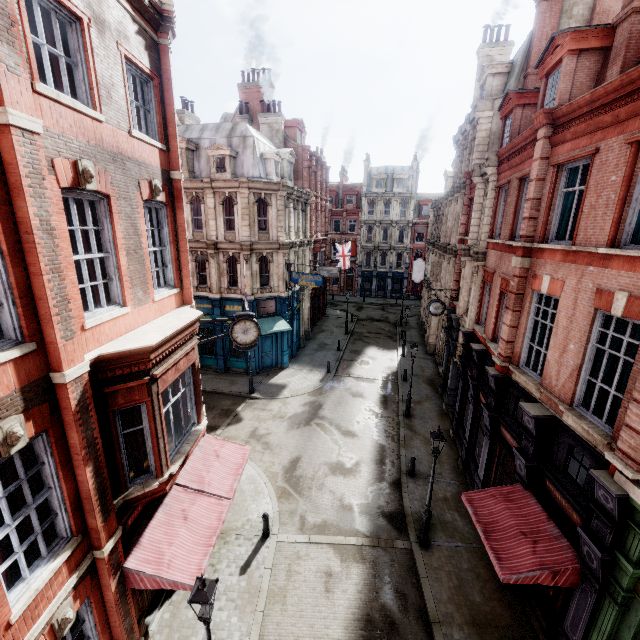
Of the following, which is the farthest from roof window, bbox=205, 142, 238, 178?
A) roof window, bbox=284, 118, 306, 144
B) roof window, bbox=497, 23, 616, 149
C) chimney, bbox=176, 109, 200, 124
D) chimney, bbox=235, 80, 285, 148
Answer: roof window, bbox=497, 23, 616, 149

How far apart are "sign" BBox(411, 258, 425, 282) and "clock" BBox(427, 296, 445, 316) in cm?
1478

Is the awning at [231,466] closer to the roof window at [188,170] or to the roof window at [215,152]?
the roof window at [215,152]

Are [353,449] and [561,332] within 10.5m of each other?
no

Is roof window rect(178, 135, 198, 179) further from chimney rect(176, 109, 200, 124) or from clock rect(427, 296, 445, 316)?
clock rect(427, 296, 445, 316)

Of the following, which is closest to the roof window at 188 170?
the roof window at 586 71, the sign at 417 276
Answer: the roof window at 586 71

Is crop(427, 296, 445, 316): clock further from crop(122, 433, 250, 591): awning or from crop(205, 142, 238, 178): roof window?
crop(205, 142, 238, 178): roof window

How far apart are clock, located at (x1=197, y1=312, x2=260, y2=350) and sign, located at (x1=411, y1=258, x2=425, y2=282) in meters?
24.7 m
